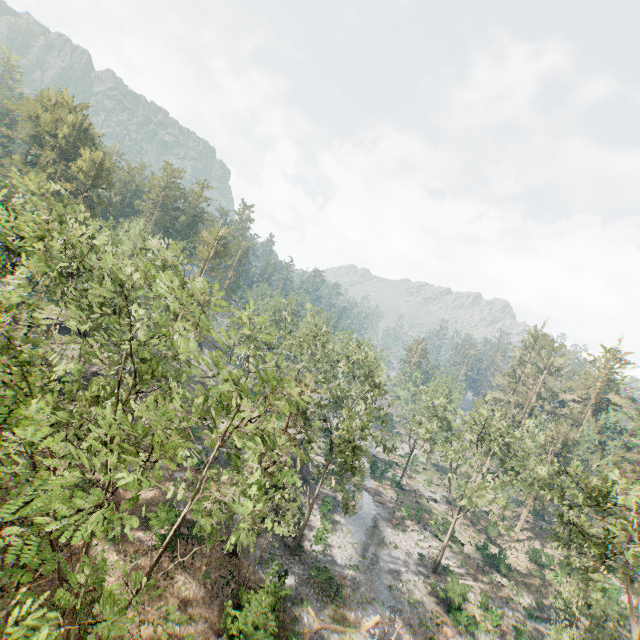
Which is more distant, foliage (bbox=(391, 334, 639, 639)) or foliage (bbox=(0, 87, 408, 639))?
foliage (bbox=(391, 334, 639, 639))

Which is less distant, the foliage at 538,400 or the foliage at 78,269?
the foliage at 78,269

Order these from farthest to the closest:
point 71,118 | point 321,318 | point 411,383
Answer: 1. point 321,318
2. point 71,118
3. point 411,383
